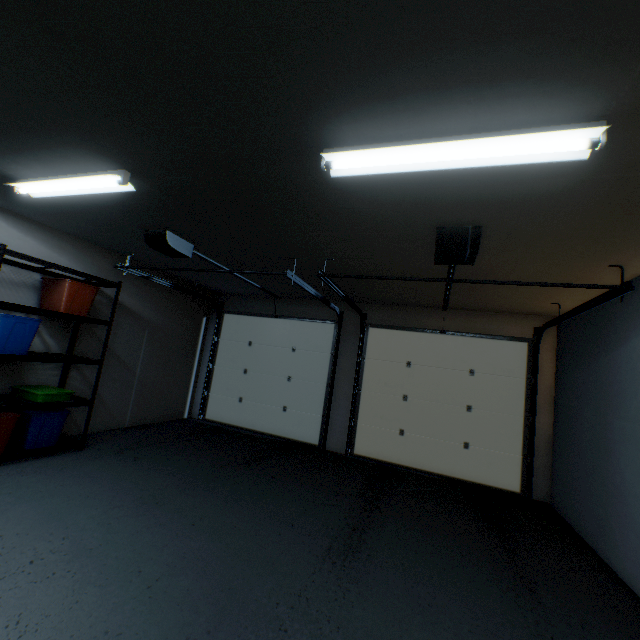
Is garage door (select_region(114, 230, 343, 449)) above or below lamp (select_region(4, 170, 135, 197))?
below

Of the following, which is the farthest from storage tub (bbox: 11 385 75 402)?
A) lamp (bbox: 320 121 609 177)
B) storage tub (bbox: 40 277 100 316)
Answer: lamp (bbox: 320 121 609 177)

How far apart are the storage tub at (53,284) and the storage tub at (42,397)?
0.8m

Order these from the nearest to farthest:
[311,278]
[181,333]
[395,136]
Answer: [395,136], [311,278], [181,333]

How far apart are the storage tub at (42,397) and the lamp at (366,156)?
3.6 meters

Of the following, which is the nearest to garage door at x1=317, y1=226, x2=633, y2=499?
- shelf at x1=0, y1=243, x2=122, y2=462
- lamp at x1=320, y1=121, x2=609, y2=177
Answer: lamp at x1=320, y1=121, x2=609, y2=177

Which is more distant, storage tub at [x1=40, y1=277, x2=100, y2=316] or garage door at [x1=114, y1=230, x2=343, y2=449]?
garage door at [x1=114, y1=230, x2=343, y2=449]

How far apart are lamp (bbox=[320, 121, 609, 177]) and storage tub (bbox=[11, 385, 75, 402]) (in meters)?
3.59
